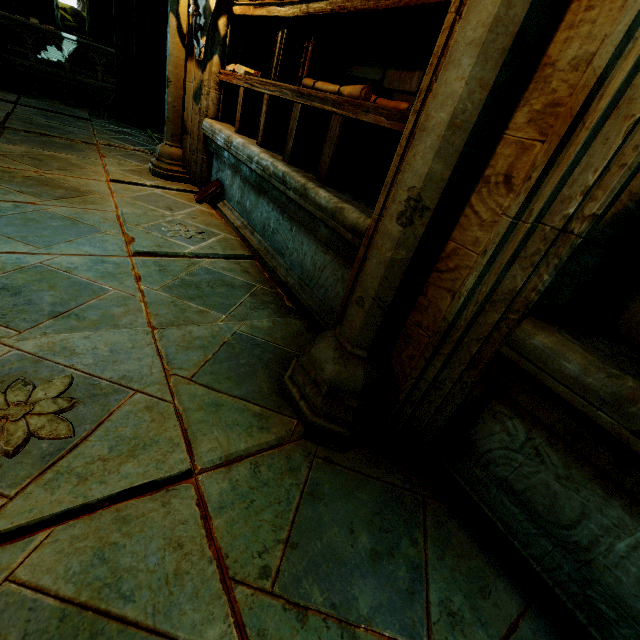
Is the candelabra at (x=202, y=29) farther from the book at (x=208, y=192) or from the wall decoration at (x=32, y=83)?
the wall decoration at (x=32, y=83)

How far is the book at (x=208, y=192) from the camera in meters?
3.7 m

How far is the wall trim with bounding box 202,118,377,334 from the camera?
2.00m

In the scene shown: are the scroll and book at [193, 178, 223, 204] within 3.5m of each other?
yes

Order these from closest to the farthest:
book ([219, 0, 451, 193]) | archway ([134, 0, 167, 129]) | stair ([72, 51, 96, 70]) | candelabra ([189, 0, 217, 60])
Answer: book ([219, 0, 451, 193]) < candelabra ([189, 0, 217, 60]) < archway ([134, 0, 167, 129]) < stair ([72, 51, 96, 70])

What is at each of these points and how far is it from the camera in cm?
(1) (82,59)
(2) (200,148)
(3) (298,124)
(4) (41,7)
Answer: (1) stair, 1555
(2) archway, 395
(3) book, 243
(4) stone column, 1479

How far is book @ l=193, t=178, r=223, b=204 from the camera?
3.7 meters

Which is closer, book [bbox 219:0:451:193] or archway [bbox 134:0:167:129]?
book [bbox 219:0:451:193]
